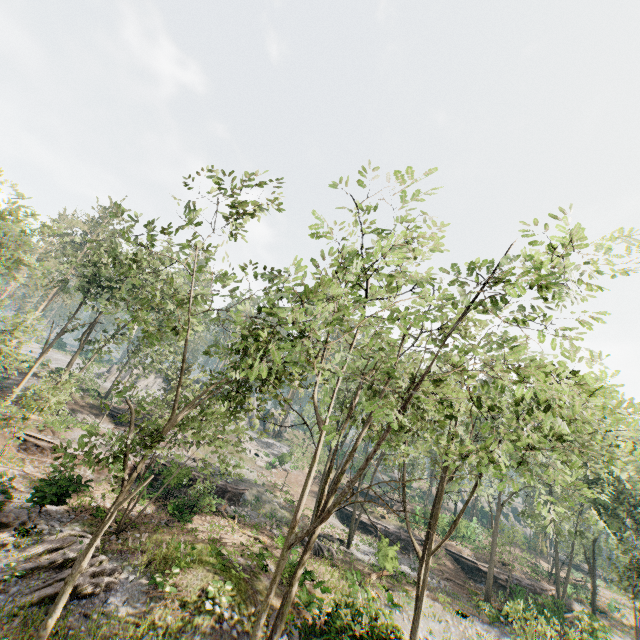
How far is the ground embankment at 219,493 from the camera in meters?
23.2

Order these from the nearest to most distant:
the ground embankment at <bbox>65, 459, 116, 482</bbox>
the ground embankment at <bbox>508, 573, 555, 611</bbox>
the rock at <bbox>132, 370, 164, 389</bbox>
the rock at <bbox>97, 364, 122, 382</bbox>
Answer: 1. the ground embankment at <bbox>65, 459, 116, 482</bbox>
2. the ground embankment at <bbox>508, 573, 555, 611</bbox>
3. the rock at <bbox>97, 364, 122, 382</bbox>
4. the rock at <bbox>132, 370, 164, 389</bbox>

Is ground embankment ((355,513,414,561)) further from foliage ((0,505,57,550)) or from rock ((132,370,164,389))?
rock ((132,370,164,389))

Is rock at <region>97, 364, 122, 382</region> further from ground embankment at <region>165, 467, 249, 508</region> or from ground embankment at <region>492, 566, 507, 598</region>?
ground embankment at <region>492, 566, 507, 598</region>

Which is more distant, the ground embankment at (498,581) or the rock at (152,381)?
the rock at (152,381)

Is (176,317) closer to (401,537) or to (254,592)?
(254,592)

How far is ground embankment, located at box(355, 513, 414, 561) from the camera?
23.27m

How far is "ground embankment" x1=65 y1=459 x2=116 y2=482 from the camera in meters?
17.0
